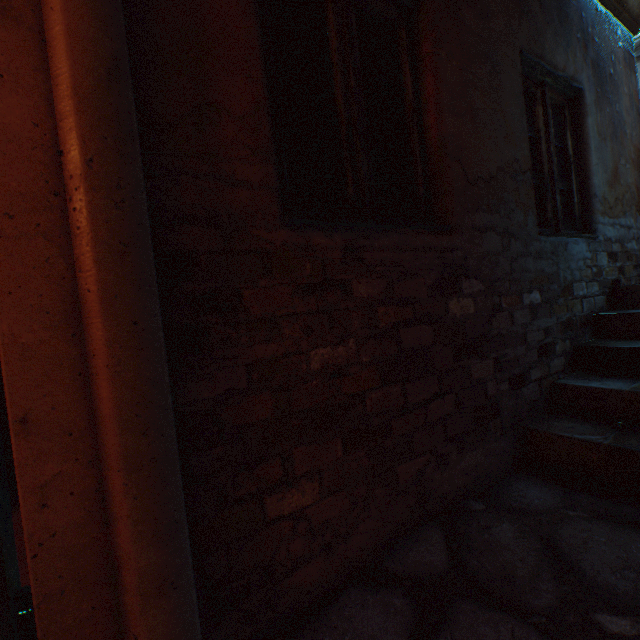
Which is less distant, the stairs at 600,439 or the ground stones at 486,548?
the ground stones at 486,548

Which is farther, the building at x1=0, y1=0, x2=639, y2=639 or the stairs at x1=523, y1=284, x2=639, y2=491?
the stairs at x1=523, y1=284, x2=639, y2=491

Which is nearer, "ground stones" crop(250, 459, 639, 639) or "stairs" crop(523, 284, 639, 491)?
"ground stones" crop(250, 459, 639, 639)

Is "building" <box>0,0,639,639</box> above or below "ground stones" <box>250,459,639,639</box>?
above

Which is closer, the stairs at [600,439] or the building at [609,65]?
the building at [609,65]

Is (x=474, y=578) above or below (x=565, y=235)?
below

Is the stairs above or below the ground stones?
above
